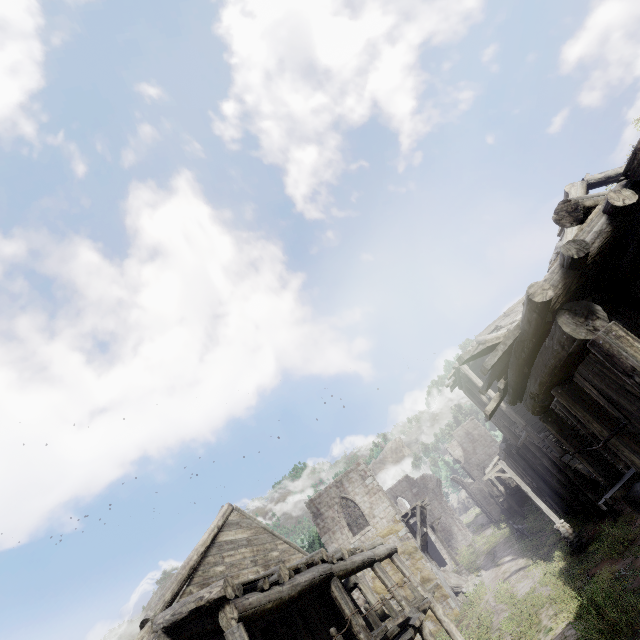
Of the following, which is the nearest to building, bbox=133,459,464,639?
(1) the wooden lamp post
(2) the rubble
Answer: (2) the rubble

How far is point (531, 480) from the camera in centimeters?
2570cm

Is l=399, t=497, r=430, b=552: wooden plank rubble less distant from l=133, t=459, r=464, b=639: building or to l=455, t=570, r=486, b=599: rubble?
l=133, t=459, r=464, b=639: building

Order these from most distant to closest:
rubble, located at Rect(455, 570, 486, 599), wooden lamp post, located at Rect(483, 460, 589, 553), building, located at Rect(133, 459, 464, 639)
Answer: rubble, located at Rect(455, 570, 486, 599)
wooden lamp post, located at Rect(483, 460, 589, 553)
building, located at Rect(133, 459, 464, 639)

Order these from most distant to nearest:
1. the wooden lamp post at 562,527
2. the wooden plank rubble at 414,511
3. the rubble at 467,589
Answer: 1. the wooden plank rubble at 414,511
2. the rubble at 467,589
3. the wooden lamp post at 562,527

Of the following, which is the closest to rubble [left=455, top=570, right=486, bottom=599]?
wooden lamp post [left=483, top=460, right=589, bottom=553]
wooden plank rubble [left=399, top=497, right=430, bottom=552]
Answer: wooden plank rubble [left=399, top=497, right=430, bottom=552]

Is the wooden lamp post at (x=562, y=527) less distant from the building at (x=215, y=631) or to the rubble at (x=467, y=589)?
the building at (x=215, y=631)

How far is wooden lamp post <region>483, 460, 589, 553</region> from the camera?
15.6m
